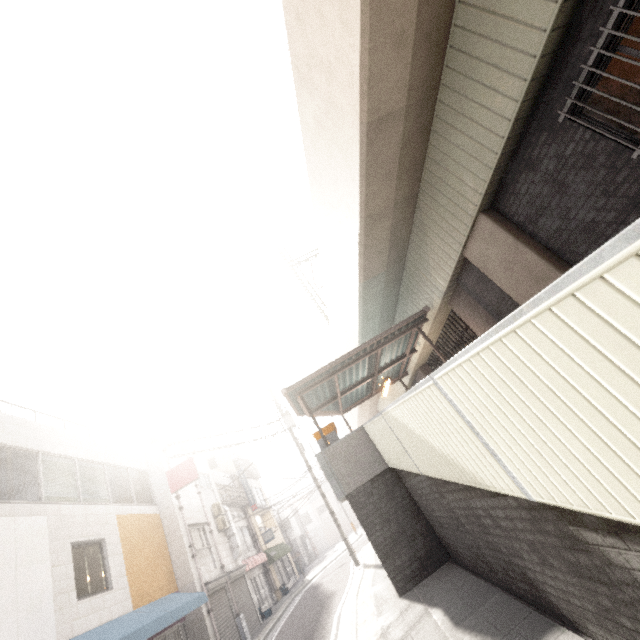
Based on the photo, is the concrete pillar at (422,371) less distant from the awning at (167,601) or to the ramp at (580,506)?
the ramp at (580,506)

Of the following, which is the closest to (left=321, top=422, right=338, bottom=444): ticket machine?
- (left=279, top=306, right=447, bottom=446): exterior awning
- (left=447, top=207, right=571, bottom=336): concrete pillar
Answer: (left=279, top=306, right=447, bottom=446): exterior awning

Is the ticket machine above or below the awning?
above

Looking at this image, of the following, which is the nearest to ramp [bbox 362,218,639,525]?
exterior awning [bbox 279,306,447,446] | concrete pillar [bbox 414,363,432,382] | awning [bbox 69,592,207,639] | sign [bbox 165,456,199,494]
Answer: exterior awning [bbox 279,306,447,446]

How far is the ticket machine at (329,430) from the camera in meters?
9.3 m

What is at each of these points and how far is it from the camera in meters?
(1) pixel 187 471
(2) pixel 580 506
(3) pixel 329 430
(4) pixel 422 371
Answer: (1) sign, 15.0 m
(2) ramp, 2.0 m
(3) ticket machine, 9.5 m
(4) concrete pillar, 14.9 m

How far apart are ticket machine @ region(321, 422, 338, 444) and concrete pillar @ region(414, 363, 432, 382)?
6.3m

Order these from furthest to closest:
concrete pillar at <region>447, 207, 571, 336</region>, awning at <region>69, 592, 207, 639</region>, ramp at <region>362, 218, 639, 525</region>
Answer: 1. awning at <region>69, 592, 207, 639</region>
2. concrete pillar at <region>447, 207, 571, 336</region>
3. ramp at <region>362, 218, 639, 525</region>
